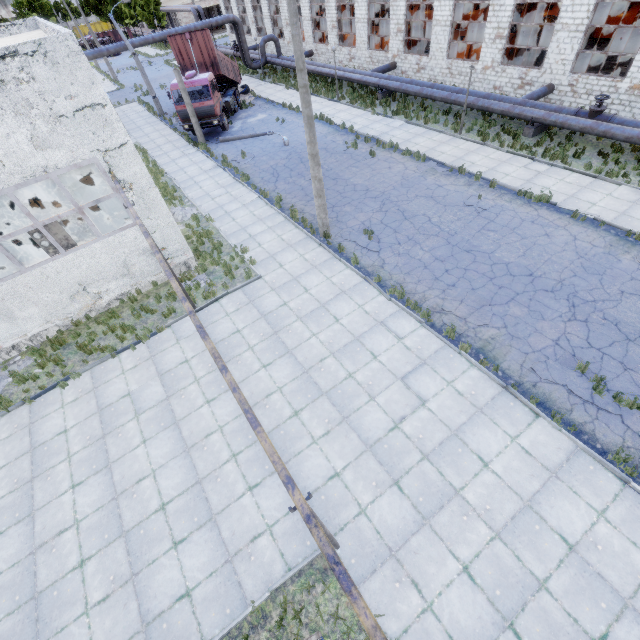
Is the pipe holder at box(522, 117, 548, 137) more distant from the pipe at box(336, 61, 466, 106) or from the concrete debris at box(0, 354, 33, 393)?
the concrete debris at box(0, 354, 33, 393)

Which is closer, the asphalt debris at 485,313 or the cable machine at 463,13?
the asphalt debris at 485,313

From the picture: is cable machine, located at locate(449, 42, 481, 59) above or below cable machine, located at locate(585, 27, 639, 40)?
above

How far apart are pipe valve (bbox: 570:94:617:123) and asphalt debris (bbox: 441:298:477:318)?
13.01m

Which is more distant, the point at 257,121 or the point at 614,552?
the point at 257,121

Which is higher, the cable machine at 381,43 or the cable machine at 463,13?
the cable machine at 463,13

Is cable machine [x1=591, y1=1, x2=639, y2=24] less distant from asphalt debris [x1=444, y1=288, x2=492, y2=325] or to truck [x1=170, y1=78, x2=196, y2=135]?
truck [x1=170, y1=78, x2=196, y2=135]

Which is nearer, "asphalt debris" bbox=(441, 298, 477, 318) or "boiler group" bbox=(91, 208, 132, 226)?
"asphalt debris" bbox=(441, 298, 477, 318)
